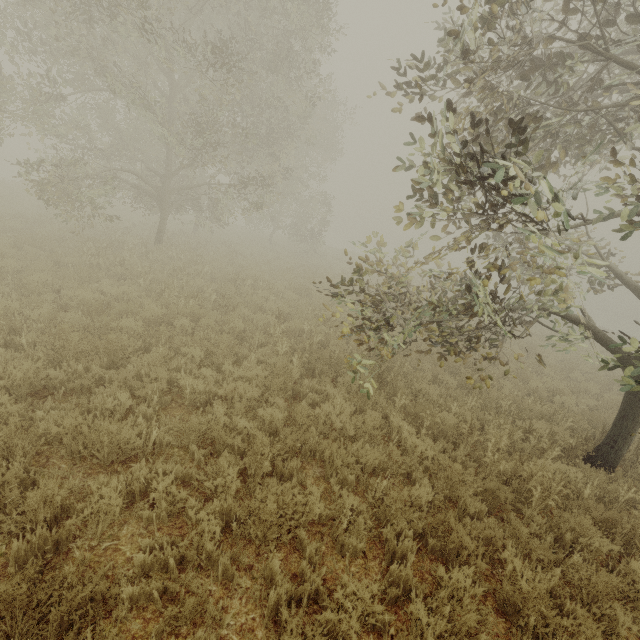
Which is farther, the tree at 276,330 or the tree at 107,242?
the tree at 276,330

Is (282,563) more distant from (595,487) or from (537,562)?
(595,487)

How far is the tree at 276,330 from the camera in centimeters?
784cm

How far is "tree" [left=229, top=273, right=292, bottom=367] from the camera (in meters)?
7.84

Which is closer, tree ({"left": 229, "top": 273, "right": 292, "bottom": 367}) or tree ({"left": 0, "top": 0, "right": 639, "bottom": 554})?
tree ({"left": 0, "top": 0, "right": 639, "bottom": 554})
